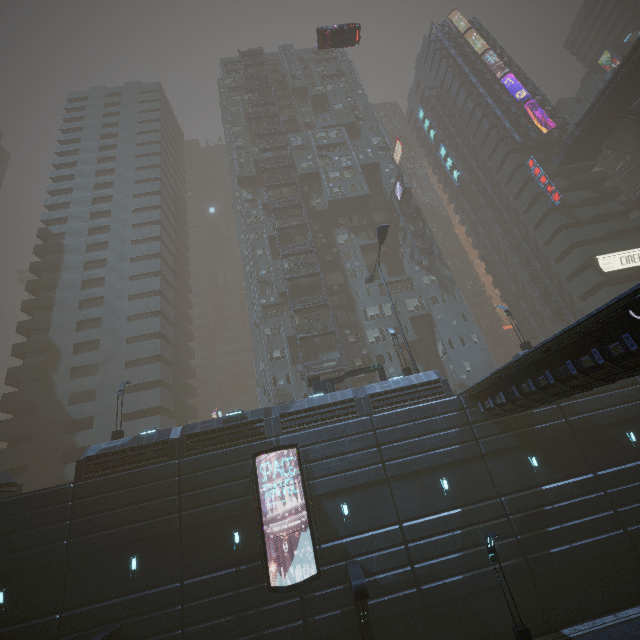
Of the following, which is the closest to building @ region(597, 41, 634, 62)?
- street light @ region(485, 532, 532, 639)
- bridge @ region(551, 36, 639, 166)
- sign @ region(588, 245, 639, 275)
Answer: sign @ region(588, 245, 639, 275)

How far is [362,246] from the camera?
44.6m

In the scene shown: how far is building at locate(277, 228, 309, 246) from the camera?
42.7m

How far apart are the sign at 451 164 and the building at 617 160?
24.38m

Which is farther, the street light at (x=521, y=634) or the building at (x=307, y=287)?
the building at (x=307, y=287)

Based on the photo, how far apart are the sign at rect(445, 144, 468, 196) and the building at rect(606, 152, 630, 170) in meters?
24.4 m

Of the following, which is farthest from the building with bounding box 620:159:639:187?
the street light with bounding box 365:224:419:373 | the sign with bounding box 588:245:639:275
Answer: the street light with bounding box 365:224:419:373

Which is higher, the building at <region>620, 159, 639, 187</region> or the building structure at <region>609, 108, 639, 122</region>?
the building at <region>620, 159, 639, 187</region>
